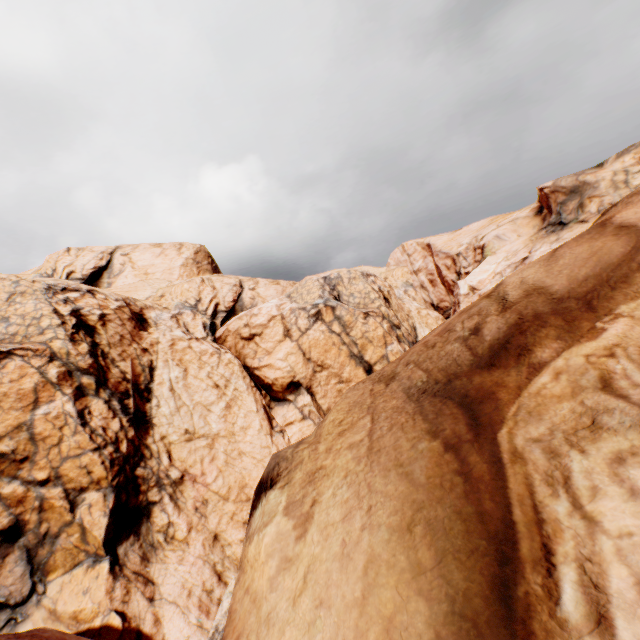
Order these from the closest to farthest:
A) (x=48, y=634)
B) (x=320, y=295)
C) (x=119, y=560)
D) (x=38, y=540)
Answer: (x=48, y=634) → (x=38, y=540) → (x=119, y=560) → (x=320, y=295)
